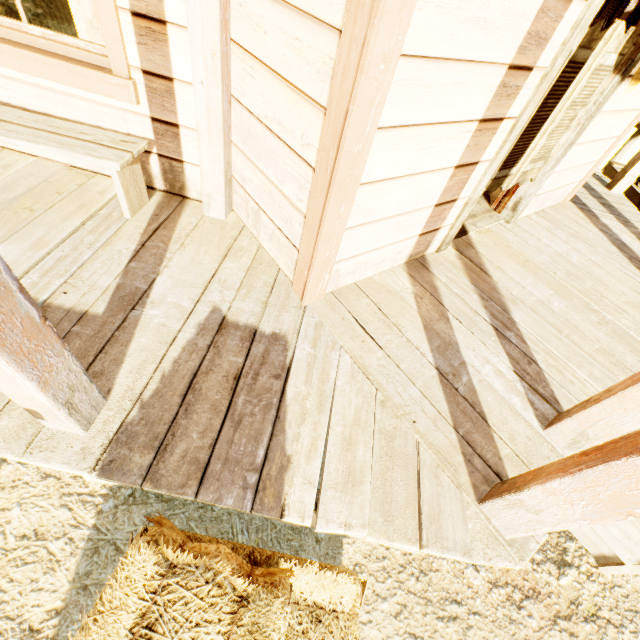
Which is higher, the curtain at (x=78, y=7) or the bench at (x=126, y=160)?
the curtain at (x=78, y=7)

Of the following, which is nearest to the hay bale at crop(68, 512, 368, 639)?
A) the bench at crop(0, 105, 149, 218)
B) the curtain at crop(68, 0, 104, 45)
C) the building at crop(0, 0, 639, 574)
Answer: the building at crop(0, 0, 639, 574)

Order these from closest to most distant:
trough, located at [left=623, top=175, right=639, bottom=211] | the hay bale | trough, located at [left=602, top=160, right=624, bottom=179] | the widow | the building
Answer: the hay bale → the building → the widow → trough, located at [left=623, top=175, right=639, bottom=211] → trough, located at [left=602, top=160, right=624, bottom=179]

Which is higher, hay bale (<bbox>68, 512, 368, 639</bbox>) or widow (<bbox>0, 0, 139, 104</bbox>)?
widow (<bbox>0, 0, 139, 104</bbox>)

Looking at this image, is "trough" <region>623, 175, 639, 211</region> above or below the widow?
below

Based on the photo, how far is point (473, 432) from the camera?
1.8m

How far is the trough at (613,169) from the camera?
5.60m

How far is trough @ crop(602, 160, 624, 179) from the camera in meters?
5.6 m
